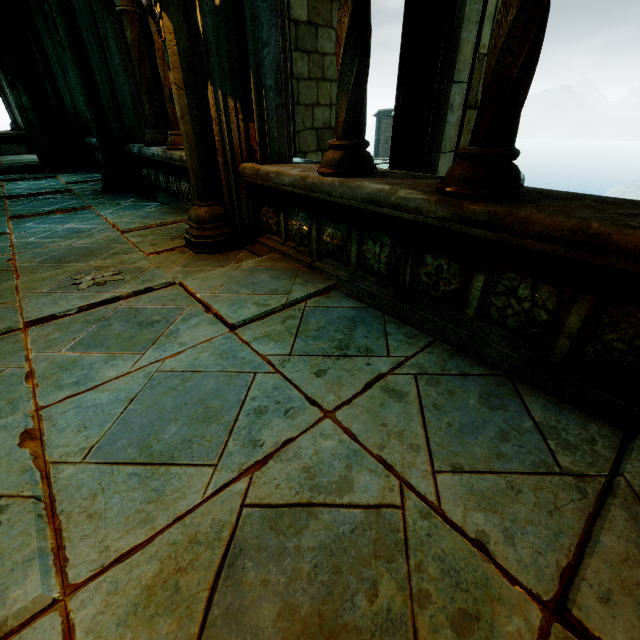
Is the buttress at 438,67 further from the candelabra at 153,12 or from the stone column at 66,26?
the stone column at 66,26

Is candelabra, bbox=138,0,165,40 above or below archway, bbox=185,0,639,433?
above

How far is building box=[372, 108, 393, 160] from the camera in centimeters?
2760cm

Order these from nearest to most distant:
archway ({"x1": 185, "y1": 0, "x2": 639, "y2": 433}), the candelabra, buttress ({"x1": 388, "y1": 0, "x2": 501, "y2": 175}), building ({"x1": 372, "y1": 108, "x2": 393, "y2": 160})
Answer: archway ({"x1": 185, "y1": 0, "x2": 639, "y2": 433})
the candelabra
buttress ({"x1": 388, "y1": 0, "x2": 501, "y2": 175})
building ({"x1": 372, "y1": 108, "x2": 393, "y2": 160})

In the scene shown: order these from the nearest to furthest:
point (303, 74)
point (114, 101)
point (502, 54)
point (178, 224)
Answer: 1. point (502, 54)
2. point (178, 224)
3. point (114, 101)
4. point (303, 74)

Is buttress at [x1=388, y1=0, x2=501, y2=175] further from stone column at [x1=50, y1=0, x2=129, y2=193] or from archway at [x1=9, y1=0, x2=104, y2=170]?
stone column at [x1=50, y1=0, x2=129, y2=193]

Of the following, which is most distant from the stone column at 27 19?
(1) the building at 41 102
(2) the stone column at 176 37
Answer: (2) the stone column at 176 37

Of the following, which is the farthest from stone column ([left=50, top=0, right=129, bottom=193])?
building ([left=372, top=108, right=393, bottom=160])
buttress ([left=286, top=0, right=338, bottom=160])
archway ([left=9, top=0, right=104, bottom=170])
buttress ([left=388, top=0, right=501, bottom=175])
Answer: building ([left=372, top=108, right=393, bottom=160])
